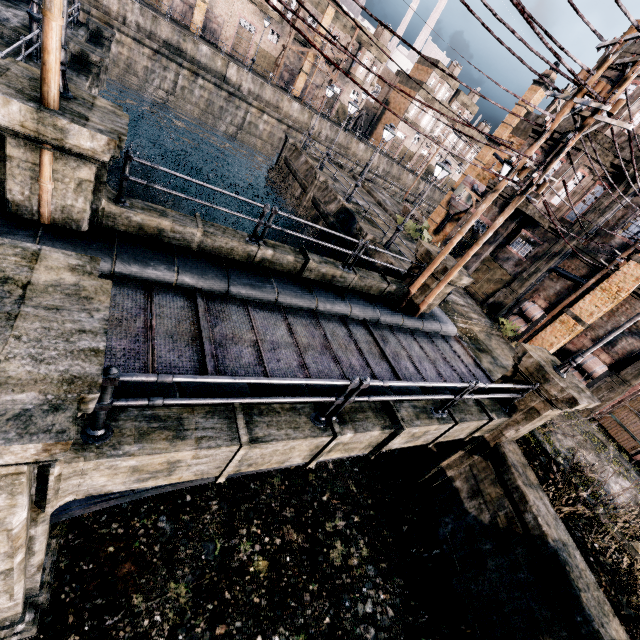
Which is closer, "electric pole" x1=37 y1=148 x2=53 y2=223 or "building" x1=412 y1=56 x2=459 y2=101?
"electric pole" x1=37 y1=148 x2=53 y2=223

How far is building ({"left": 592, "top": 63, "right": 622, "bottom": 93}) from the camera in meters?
18.8

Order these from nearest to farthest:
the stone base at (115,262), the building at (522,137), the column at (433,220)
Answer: the stone base at (115,262) < the building at (522,137) < the column at (433,220)

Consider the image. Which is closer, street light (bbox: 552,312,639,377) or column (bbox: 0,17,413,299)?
column (bbox: 0,17,413,299)

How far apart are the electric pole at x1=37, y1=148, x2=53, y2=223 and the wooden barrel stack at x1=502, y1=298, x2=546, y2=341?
22.6 meters

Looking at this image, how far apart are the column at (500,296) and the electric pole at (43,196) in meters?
23.4 m

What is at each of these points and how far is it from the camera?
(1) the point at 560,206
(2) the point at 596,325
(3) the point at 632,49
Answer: (1) building, 20.1m
(2) building, 18.2m
(3) building, 18.4m

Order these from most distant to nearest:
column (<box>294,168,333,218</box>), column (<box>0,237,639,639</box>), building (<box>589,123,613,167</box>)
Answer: column (<box>294,168,333,218</box>), building (<box>589,123,613,167</box>), column (<box>0,237,639,639</box>)
